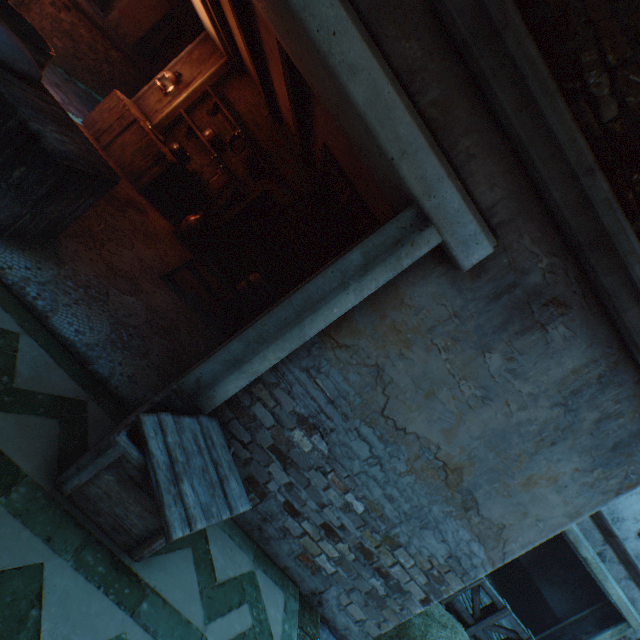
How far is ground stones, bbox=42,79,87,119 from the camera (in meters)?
5.77

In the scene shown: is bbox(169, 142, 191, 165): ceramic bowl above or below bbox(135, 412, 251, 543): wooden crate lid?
above

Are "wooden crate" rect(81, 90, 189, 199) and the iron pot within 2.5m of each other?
yes

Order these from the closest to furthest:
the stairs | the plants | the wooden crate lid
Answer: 1. the wooden crate lid
2. the stairs
3. the plants

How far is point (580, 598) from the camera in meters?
10.3 m

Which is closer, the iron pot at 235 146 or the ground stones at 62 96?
the ground stones at 62 96

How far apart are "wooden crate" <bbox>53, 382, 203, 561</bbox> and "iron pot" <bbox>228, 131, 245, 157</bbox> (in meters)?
5.56

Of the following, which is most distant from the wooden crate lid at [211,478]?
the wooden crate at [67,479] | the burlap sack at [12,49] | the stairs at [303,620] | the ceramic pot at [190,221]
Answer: the ceramic pot at [190,221]
